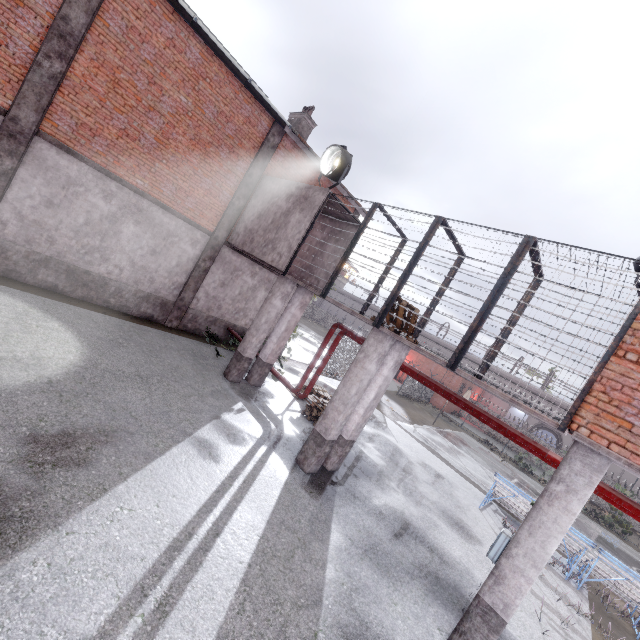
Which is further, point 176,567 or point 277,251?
point 277,251

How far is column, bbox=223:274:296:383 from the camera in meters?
10.7

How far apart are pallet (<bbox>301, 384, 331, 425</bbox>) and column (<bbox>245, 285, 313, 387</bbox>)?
1.6m

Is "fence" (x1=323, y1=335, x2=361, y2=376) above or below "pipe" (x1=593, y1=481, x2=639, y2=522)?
below

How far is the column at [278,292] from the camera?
10.70m

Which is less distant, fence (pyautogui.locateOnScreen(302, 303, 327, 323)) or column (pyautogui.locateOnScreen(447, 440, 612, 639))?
column (pyautogui.locateOnScreen(447, 440, 612, 639))

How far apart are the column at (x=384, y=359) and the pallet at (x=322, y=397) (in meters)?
2.53

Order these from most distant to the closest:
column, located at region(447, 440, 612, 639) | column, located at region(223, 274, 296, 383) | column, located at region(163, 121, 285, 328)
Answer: Result: column, located at region(163, 121, 285, 328) < column, located at region(223, 274, 296, 383) < column, located at region(447, 440, 612, 639)
